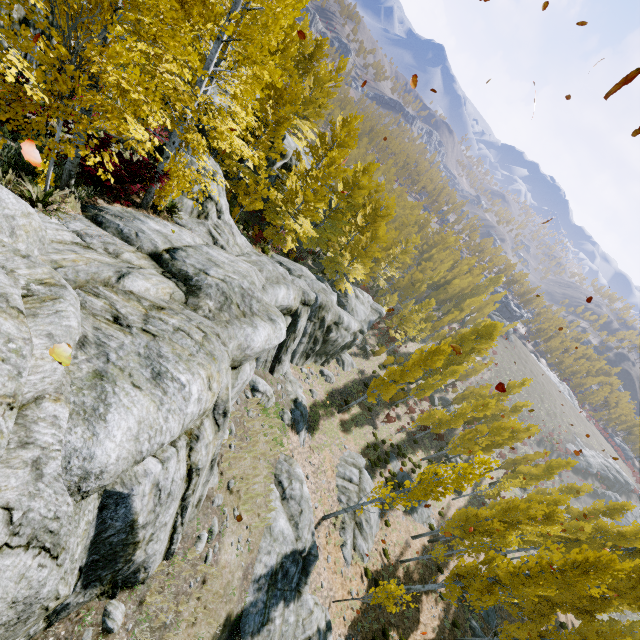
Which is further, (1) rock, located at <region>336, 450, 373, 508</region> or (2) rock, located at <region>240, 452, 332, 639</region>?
(1) rock, located at <region>336, 450, 373, 508</region>

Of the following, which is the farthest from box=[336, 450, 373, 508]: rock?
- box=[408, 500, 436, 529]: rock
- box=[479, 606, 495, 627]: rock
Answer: box=[479, 606, 495, 627]: rock

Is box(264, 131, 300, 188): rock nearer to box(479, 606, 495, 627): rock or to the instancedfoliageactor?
the instancedfoliageactor

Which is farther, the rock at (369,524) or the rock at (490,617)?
the rock at (490,617)

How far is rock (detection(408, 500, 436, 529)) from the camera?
26.9 meters

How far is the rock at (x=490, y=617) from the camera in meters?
24.7 m

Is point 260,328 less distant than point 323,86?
Yes

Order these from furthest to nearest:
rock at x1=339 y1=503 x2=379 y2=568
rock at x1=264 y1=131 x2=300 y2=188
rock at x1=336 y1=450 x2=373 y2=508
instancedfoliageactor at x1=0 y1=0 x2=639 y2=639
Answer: rock at x1=264 y1=131 x2=300 y2=188 → rock at x1=336 y1=450 x2=373 y2=508 → rock at x1=339 y1=503 x2=379 y2=568 → instancedfoliageactor at x1=0 y1=0 x2=639 y2=639
